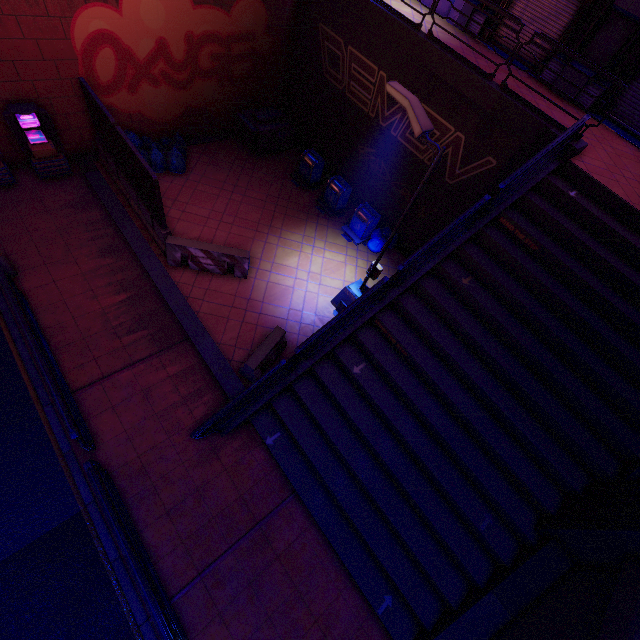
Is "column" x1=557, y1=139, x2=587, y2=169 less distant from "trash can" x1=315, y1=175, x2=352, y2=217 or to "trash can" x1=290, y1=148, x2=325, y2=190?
"trash can" x1=315, y1=175, x2=352, y2=217

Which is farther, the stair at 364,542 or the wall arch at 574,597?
the stair at 364,542

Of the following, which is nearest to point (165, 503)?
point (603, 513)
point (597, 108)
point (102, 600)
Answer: point (102, 600)

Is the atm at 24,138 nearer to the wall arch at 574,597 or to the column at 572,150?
the column at 572,150

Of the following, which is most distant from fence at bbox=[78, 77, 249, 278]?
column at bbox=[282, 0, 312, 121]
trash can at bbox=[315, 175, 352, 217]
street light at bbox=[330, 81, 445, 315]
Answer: column at bbox=[282, 0, 312, 121]

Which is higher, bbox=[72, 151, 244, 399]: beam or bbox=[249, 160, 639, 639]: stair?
bbox=[249, 160, 639, 639]: stair

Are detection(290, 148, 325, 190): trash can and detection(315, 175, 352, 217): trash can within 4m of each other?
yes

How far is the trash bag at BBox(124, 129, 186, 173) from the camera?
11.7m
